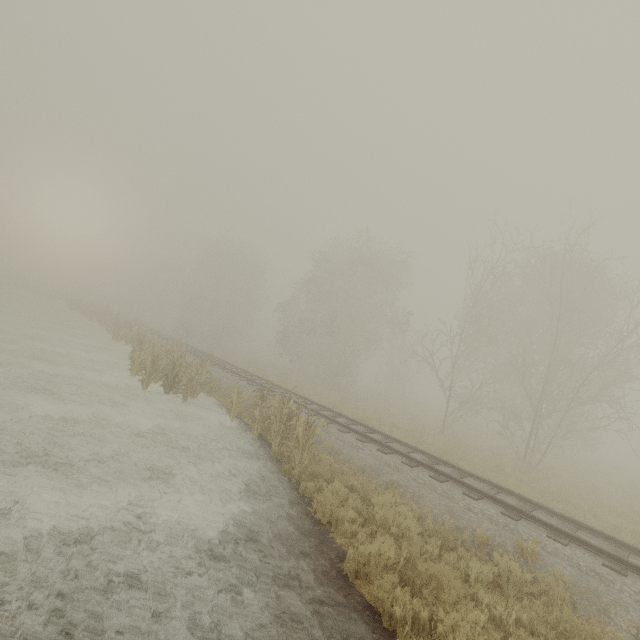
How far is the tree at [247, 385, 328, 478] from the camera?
8.79m

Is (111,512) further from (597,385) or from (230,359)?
(597,385)

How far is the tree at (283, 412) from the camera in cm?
879
